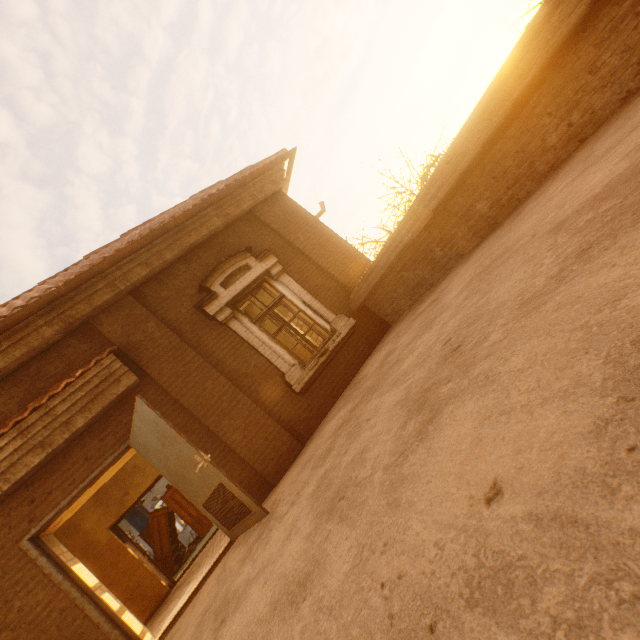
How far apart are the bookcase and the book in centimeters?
2cm

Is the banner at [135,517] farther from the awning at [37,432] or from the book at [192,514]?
the awning at [37,432]

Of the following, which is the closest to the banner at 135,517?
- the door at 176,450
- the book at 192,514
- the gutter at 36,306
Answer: the book at 192,514

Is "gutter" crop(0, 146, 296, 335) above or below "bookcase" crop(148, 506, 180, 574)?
above

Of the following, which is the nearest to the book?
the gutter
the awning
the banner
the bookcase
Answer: the bookcase

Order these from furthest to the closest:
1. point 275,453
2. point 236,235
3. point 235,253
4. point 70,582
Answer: point 236,235 → point 235,253 → point 275,453 → point 70,582

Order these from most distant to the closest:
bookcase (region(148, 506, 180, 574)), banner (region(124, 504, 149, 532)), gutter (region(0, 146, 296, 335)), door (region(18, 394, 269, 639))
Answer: banner (region(124, 504, 149, 532)), bookcase (region(148, 506, 180, 574)), gutter (region(0, 146, 296, 335)), door (region(18, 394, 269, 639))

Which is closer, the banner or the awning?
the awning
